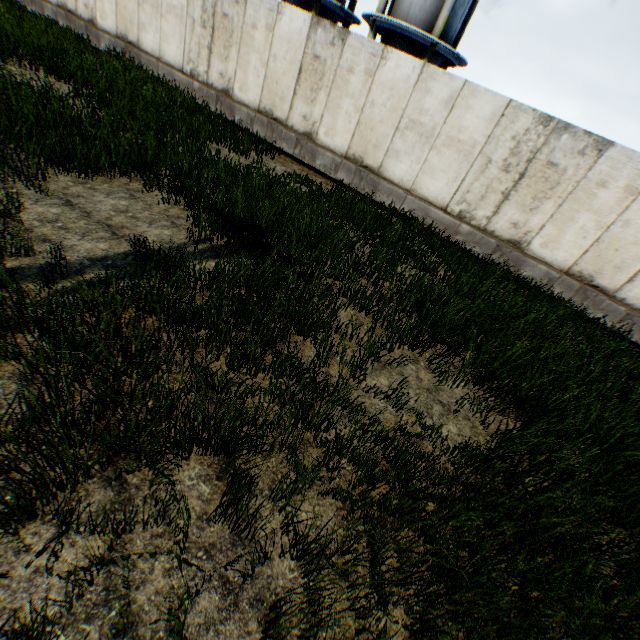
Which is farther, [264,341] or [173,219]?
[173,219]

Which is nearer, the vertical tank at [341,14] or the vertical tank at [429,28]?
the vertical tank at [429,28]

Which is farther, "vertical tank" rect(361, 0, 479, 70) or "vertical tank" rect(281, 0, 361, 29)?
"vertical tank" rect(281, 0, 361, 29)
